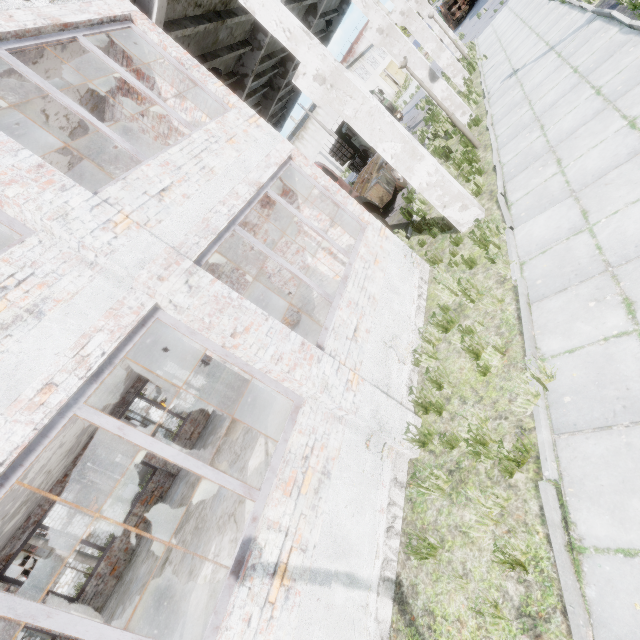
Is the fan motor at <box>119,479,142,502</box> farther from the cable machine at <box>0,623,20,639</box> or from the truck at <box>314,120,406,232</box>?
the truck at <box>314,120,406,232</box>

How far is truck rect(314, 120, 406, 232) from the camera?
10.9 meters

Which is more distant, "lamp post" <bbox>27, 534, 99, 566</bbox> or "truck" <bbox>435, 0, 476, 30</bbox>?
"truck" <bbox>435, 0, 476, 30</bbox>

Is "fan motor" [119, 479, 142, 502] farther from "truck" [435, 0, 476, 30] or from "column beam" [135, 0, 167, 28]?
"truck" [435, 0, 476, 30]

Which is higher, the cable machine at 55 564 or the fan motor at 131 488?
the cable machine at 55 564

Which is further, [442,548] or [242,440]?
[242,440]

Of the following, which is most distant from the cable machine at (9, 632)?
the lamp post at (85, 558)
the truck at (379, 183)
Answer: the truck at (379, 183)

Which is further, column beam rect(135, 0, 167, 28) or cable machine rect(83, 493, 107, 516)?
cable machine rect(83, 493, 107, 516)
